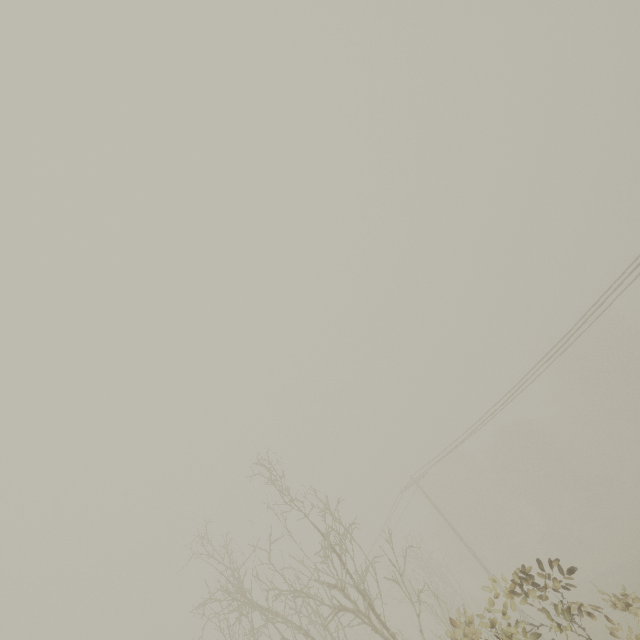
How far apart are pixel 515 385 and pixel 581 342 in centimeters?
4037cm
